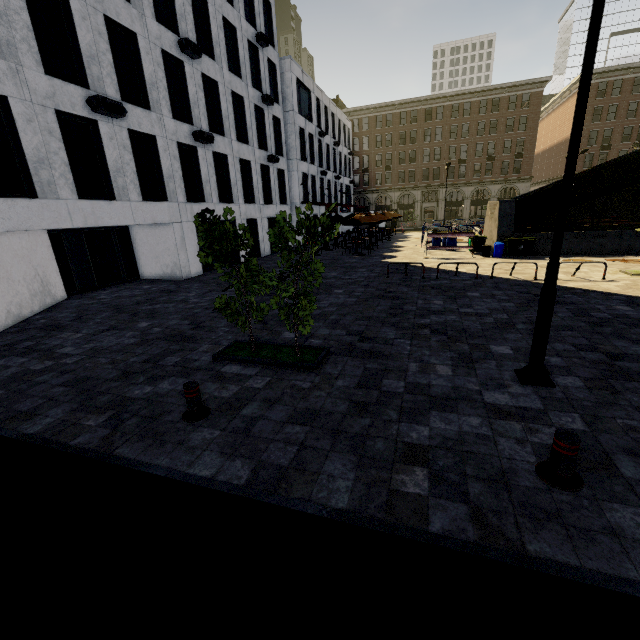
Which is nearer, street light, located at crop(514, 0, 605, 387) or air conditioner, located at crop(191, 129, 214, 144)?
street light, located at crop(514, 0, 605, 387)

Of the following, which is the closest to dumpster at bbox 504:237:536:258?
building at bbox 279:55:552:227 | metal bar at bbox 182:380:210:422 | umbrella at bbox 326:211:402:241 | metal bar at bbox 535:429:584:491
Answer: umbrella at bbox 326:211:402:241

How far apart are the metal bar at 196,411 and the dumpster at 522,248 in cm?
1877

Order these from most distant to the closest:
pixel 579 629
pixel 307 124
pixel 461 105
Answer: pixel 461 105, pixel 307 124, pixel 579 629

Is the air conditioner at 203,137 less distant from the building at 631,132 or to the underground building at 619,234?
the underground building at 619,234

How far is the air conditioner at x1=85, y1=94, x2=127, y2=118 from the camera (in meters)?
11.76

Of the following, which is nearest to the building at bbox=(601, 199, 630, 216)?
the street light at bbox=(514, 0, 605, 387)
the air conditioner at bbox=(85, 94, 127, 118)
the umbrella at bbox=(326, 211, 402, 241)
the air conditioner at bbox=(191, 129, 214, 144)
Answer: the street light at bbox=(514, 0, 605, 387)

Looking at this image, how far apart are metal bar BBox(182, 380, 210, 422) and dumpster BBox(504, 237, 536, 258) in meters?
18.8 m
